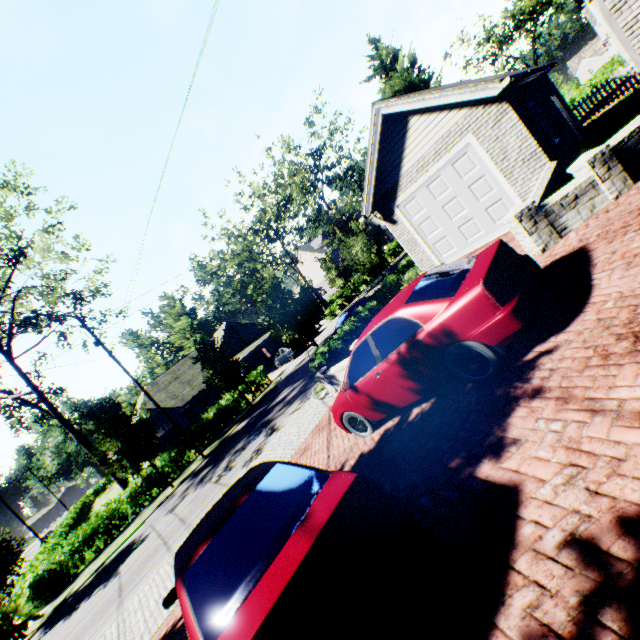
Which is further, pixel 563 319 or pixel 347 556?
pixel 563 319

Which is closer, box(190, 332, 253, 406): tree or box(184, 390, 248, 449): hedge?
box(190, 332, 253, 406): tree

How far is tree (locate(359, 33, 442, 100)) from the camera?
21.9 meters

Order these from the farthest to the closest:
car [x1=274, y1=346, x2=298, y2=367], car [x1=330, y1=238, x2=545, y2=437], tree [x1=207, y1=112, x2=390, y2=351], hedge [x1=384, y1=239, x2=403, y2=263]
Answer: hedge [x1=384, y1=239, x2=403, y2=263] < car [x1=274, y1=346, x2=298, y2=367] < tree [x1=207, y1=112, x2=390, y2=351] < car [x1=330, y1=238, x2=545, y2=437]

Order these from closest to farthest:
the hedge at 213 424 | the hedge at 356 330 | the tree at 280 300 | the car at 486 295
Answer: the car at 486 295
the hedge at 356 330
the tree at 280 300
the hedge at 213 424

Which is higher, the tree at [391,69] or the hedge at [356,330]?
the tree at [391,69]

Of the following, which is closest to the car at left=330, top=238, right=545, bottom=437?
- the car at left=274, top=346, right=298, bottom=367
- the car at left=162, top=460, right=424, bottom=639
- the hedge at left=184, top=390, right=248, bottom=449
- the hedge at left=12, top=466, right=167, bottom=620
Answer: the car at left=162, top=460, right=424, bottom=639

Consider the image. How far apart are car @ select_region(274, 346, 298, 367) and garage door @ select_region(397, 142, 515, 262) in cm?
1916
